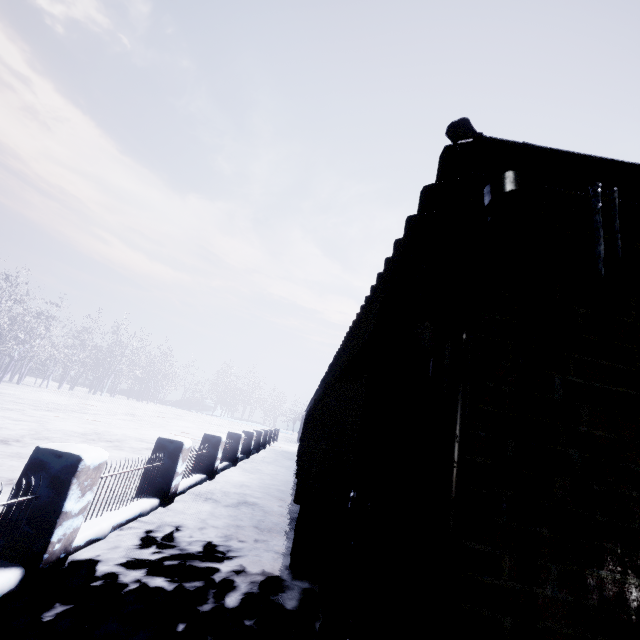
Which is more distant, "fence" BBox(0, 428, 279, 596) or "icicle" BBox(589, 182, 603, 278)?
"fence" BBox(0, 428, 279, 596)

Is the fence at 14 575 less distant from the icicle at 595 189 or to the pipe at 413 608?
the pipe at 413 608

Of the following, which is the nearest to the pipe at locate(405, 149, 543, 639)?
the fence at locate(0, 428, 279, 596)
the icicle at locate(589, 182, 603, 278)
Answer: the icicle at locate(589, 182, 603, 278)

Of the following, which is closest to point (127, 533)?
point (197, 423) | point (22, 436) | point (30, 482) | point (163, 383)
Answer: point (30, 482)

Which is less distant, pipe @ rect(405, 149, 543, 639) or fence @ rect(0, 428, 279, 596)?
pipe @ rect(405, 149, 543, 639)
